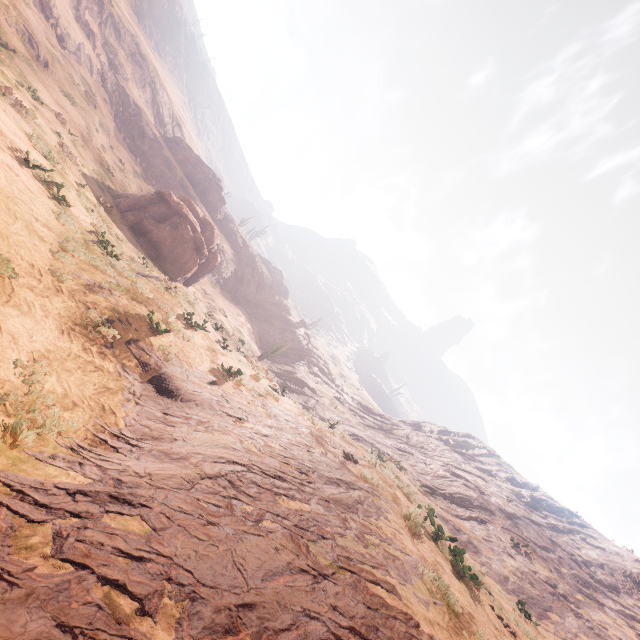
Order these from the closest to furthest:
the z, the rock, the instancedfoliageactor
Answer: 1. the z
2. the instancedfoliageactor
3. the rock

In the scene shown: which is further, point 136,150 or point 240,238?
point 240,238

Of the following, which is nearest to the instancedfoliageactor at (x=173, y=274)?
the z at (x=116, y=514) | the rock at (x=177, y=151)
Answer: the z at (x=116, y=514)

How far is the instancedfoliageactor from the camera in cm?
2328

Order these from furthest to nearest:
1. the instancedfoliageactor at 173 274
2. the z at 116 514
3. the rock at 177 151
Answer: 1. the rock at 177 151
2. the instancedfoliageactor at 173 274
3. the z at 116 514

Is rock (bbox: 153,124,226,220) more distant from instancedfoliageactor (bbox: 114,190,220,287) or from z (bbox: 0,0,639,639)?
z (bbox: 0,0,639,639)
